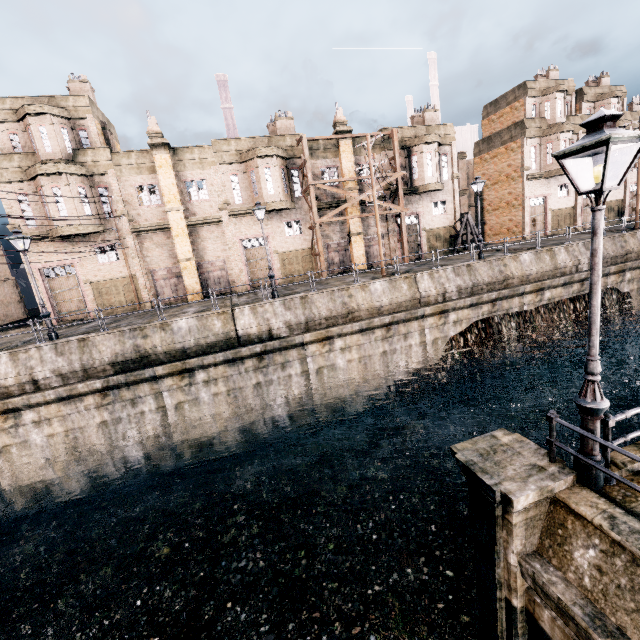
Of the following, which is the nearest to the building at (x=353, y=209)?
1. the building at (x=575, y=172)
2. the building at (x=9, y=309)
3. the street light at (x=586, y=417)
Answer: the building at (x=575, y=172)

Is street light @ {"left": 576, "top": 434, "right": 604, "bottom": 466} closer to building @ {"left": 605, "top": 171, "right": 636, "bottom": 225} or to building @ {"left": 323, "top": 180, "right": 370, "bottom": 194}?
building @ {"left": 323, "top": 180, "right": 370, "bottom": 194}

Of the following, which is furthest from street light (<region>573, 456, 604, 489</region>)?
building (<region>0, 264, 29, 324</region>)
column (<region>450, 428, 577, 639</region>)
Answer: building (<region>0, 264, 29, 324</region>)

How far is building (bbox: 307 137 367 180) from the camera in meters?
28.5 m

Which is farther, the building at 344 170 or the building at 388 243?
the building at 388 243

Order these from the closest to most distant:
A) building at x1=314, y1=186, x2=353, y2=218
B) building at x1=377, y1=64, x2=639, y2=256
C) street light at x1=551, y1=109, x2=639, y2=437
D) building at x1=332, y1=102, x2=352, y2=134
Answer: street light at x1=551, y1=109, x2=639, y2=437, building at x1=332, y1=102, x2=352, y2=134, building at x1=314, y1=186, x2=353, y2=218, building at x1=377, y1=64, x2=639, y2=256

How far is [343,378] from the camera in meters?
20.4 m
